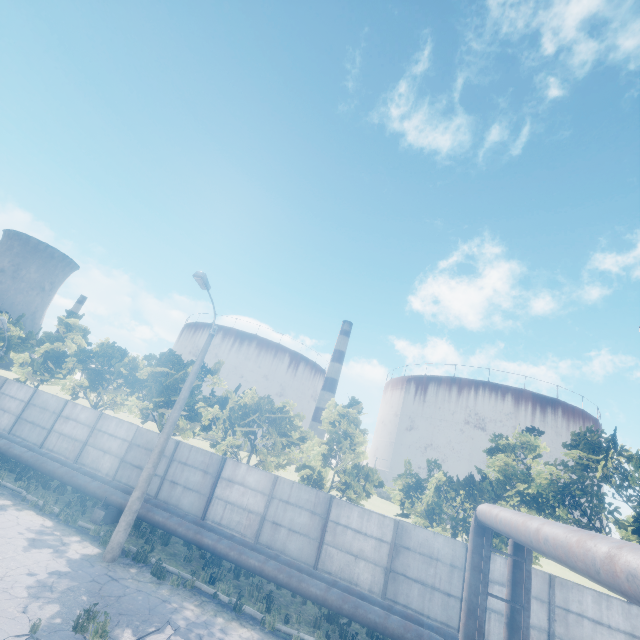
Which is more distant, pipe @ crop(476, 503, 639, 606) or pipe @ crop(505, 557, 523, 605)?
pipe @ crop(505, 557, 523, 605)

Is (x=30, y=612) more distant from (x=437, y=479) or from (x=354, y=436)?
(x=437, y=479)

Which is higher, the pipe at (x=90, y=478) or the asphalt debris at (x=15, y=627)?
the pipe at (x=90, y=478)

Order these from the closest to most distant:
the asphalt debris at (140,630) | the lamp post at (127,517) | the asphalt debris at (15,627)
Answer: the asphalt debris at (15,627), the asphalt debris at (140,630), the lamp post at (127,517)

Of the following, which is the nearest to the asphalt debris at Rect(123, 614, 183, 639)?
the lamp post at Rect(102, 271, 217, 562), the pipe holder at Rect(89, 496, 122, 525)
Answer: the lamp post at Rect(102, 271, 217, 562)

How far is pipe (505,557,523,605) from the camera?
8.4 meters

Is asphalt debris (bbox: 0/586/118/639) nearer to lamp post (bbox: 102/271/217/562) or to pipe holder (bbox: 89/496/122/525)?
lamp post (bbox: 102/271/217/562)

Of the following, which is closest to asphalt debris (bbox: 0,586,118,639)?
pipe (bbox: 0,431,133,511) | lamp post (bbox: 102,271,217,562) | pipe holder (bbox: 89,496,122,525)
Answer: lamp post (bbox: 102,271,217,562)
